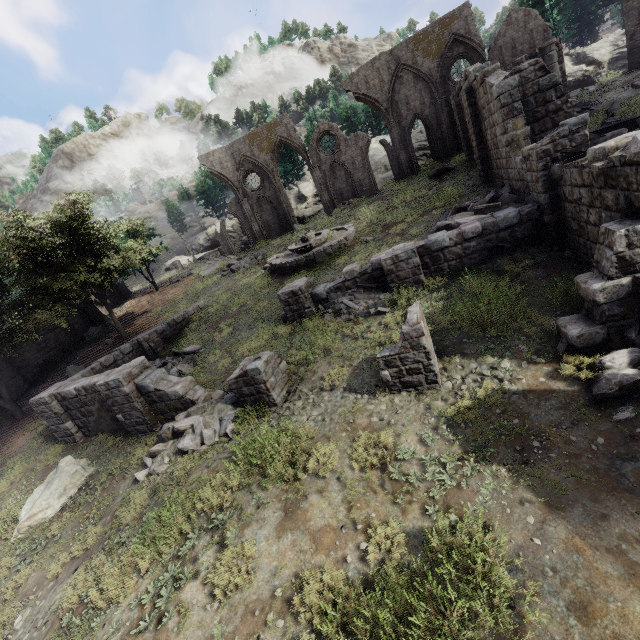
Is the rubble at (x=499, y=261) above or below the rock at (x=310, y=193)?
below

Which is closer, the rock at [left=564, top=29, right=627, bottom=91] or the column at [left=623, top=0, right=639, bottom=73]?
the column at [left=623, top=0, right=639, bottom=73]

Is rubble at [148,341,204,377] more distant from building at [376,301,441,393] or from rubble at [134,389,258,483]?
building at [376,301,441,393]

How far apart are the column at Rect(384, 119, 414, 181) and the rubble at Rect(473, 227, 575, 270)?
20.93m

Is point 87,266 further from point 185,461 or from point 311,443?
point 311,443

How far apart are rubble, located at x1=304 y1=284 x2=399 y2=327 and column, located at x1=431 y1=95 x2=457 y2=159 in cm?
2098

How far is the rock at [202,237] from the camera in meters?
51.4 m

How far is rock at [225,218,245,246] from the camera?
49.41m
